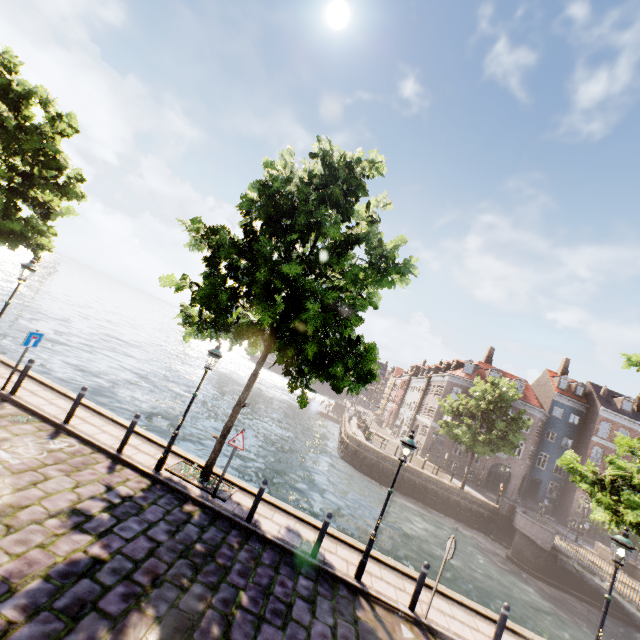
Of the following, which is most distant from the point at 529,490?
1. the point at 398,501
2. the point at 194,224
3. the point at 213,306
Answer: the point at 194,224

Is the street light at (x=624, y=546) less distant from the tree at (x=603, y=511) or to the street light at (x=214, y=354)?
the tree at (x=603, y=511)

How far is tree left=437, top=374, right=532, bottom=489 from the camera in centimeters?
2703cm

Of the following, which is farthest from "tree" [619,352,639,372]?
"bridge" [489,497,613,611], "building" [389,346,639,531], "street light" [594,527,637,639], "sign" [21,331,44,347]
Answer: "sign" [21,331,44,347]

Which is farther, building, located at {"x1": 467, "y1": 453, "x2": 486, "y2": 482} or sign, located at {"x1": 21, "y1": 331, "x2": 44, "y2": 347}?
building, located at {"x1": 467, "y1": 453, "x2": 486, "y2": 482}

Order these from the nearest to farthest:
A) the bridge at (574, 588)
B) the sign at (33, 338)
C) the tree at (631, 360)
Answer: the sign at (33, 338) < the tree at (631, 360) < the bridge at (574, 588)

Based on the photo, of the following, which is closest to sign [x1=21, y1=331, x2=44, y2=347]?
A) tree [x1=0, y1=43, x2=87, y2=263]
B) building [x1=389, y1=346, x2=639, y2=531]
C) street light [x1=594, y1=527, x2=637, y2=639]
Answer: tree [x1=0, y1=43, x2=87, y2=263]
